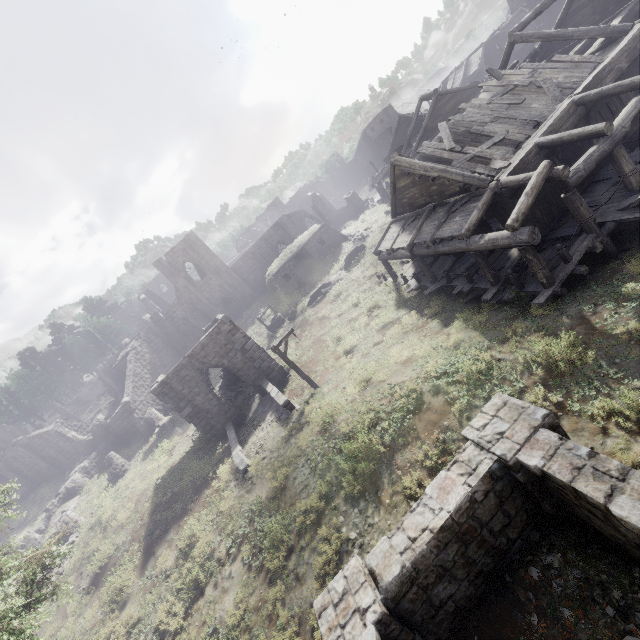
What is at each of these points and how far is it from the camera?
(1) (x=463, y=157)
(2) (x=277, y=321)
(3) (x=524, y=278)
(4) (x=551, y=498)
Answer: (1) wooden plank rubble, 14.4 meters
(2) well, 29.6 meters
(3) building, 12.7 meters
(4) building, 6.4 meters

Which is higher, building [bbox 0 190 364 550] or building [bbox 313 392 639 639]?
building [bbox 0 190 364 550]

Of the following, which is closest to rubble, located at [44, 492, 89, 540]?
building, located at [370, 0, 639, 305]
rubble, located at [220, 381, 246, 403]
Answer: building, located at [370, 0, 639, 305]

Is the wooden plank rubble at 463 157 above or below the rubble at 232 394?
above

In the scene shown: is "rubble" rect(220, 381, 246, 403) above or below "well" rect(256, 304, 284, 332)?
below

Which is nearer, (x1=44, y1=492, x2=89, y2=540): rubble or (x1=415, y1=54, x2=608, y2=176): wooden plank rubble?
(x1=415, y1=54, x2=608, y2=176): wooden plank rubble

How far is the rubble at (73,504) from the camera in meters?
23.4 m

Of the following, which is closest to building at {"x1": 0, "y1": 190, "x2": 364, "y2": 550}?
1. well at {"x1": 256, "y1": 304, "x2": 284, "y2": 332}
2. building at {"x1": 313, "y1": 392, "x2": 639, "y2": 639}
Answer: well at {"x1": 256, "y1": 304, "x2": 284, "y2": 332}
